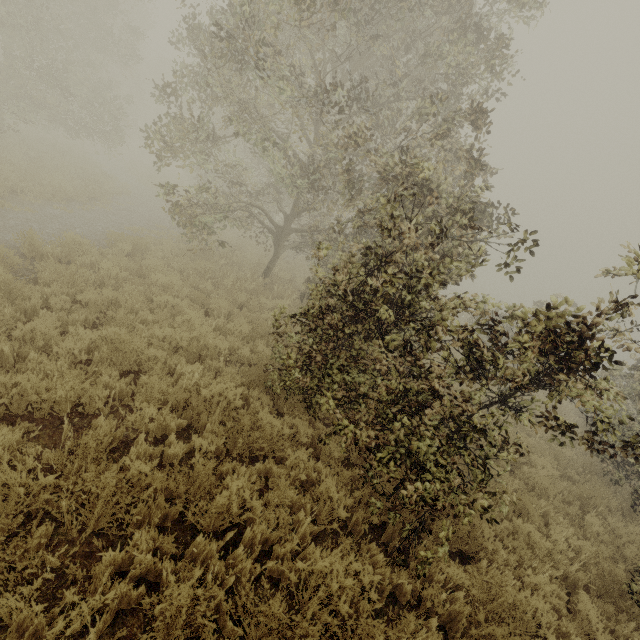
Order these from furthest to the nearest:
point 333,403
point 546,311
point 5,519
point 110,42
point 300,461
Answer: point 110,42 → point 546,311 → point 300,461 → point 333,403 → point 5,519
